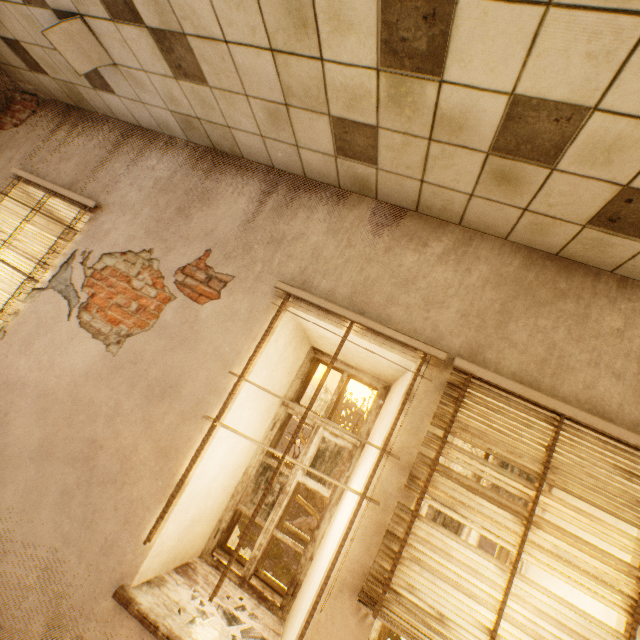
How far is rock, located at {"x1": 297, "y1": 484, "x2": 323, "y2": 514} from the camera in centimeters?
2719cm

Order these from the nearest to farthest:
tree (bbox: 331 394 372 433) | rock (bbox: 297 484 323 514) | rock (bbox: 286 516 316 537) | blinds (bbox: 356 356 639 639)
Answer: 1. blinds (bbox: 356 356 639 639)
2. tree (bbox: 331 394 372 433)
3. rock (bbox: 286 516 316 537)
4. rock (bbox: 297 484 323 514)

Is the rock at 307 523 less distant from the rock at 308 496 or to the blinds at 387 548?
the rock at 308 496

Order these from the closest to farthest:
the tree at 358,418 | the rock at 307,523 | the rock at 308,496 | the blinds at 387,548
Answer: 1. the blinds at 387,548
2. the tree at 358,418
3. the rock at 307,523
4. the rock at 308,496

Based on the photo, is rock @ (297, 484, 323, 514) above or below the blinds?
below

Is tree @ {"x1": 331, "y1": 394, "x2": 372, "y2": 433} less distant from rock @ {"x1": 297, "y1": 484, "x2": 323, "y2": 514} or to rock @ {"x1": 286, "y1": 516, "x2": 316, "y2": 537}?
rock @ {"x1": 286, "y1": 516, "x2": 316, "y2": 537}

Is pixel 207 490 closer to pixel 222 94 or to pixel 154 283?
pixel 154 283

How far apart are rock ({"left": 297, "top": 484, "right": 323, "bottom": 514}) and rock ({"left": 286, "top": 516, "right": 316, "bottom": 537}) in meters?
4.0
